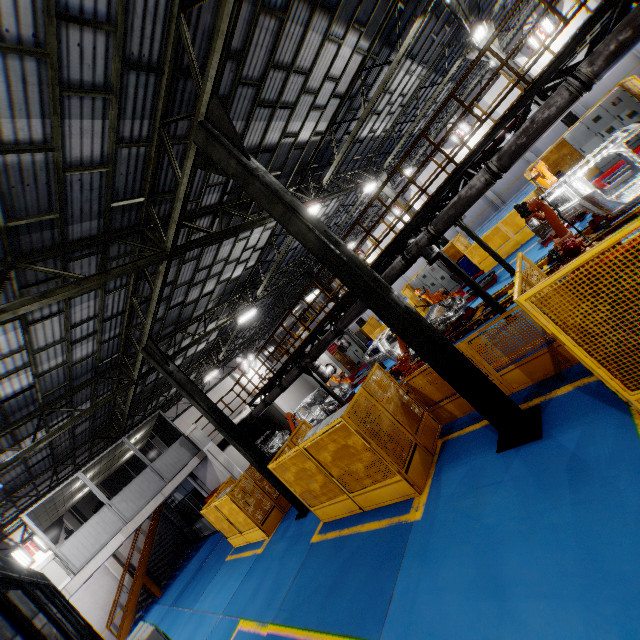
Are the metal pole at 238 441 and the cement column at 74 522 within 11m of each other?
no

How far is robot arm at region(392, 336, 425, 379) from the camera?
10.6 meters

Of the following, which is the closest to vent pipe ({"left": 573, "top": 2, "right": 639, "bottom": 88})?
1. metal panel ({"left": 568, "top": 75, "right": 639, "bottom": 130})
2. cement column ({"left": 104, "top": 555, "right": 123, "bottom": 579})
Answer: metal panel ({"left": 568, "top": 75, "right": 639, "bottom": 130})

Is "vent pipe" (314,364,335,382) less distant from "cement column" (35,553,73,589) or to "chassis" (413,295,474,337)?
"chassis" (413,295,474,337)

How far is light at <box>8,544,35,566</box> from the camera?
18.3m

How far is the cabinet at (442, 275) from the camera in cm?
1850

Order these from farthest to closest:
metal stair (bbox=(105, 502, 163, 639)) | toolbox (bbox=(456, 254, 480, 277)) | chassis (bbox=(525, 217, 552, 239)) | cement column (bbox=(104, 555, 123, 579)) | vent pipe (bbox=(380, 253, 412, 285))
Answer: cement column (bbox=(104, 555, 123, 579)) → metal stair (bbox=(105, 502, 163, 639)) → toolbox (bbox=(456, 254, 480, 277)) → vent pipe (bbox=(380, 253, 412, 285)) → chassis (bbox=(525, 217, 552, 239))

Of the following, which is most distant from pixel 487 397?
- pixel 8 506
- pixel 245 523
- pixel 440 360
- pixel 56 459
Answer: pixel 8 506
